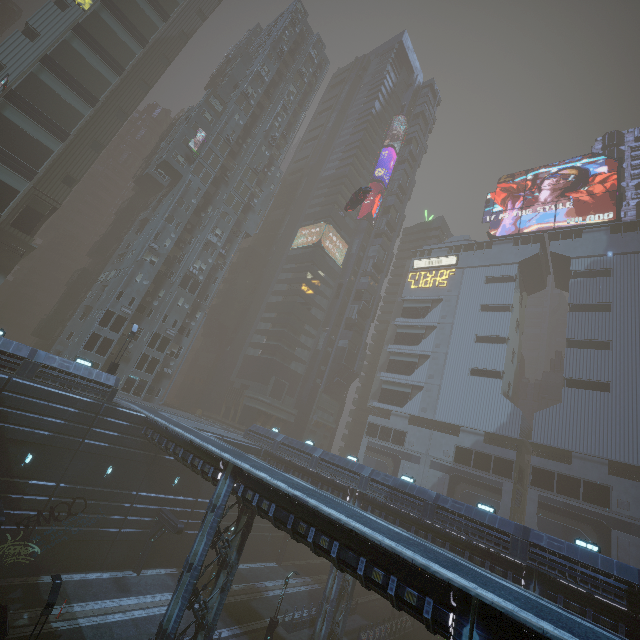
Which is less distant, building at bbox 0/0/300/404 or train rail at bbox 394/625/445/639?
train rail at bbox 394/625/445/639

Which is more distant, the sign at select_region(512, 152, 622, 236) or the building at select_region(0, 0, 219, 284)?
the sign at select_region(512, 152, 622, 236)

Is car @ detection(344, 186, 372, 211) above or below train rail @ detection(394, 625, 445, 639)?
above

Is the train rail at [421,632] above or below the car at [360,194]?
below

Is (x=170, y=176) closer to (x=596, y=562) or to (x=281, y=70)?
(x=281, y=70)

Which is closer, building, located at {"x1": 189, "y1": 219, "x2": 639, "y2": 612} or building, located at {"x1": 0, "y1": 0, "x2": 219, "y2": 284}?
building, located at {"x1": 189, "y1": 219, "x2": 639, "y2": 612}

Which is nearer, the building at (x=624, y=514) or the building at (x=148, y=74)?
the building at (x=624, y=514)
